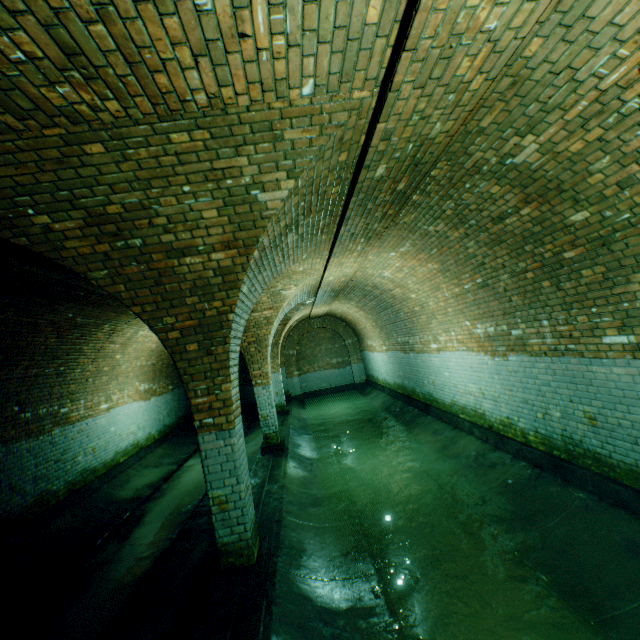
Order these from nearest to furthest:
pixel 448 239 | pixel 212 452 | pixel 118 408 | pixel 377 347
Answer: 1. pixel 212 452
2. pixel 448 239
3. pixel 118 408
4. pixel 377 347
